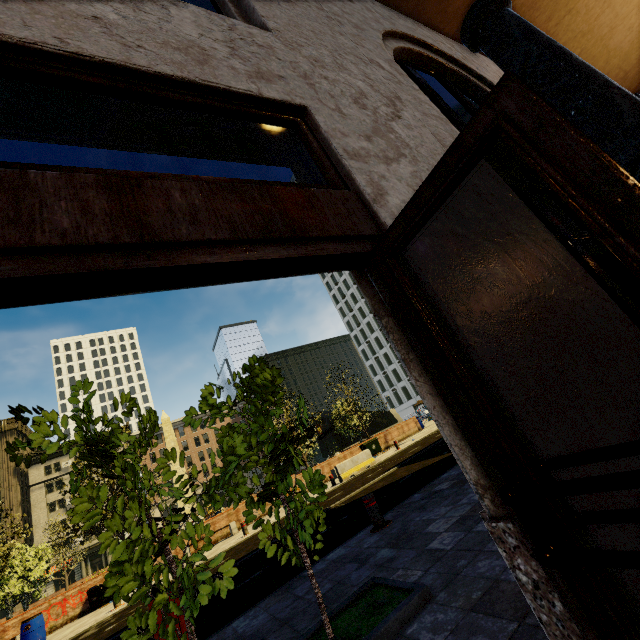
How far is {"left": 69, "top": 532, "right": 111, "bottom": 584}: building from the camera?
48.06m

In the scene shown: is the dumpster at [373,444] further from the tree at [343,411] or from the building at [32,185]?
the building at [32,185]

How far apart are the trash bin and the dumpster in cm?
1581

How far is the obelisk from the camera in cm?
3008

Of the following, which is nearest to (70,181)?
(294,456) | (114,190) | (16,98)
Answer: (114,190)

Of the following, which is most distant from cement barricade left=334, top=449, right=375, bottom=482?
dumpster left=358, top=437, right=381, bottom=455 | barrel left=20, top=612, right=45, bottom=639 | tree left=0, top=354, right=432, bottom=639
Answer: barrel left=20, top=612, right=45, bottom=639

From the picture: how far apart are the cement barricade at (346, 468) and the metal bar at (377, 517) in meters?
11.6

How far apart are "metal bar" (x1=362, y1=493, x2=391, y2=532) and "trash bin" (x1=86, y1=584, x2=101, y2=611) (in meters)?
15.96
